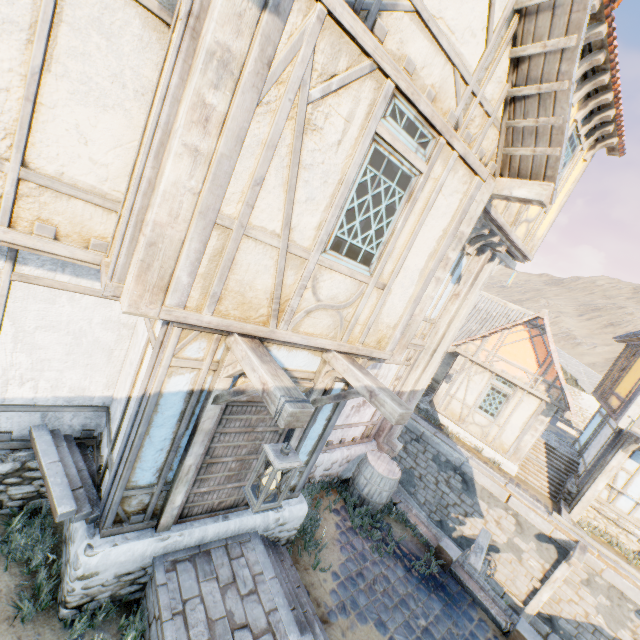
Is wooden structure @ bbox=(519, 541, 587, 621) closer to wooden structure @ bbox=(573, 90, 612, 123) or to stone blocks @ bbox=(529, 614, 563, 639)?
stone blocks @ bbox=(529, 614, 563, 639)

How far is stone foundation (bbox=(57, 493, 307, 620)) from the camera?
3.71m

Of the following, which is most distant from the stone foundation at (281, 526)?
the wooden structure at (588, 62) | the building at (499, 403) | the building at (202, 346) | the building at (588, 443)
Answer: the wooden structure at (588, 62)

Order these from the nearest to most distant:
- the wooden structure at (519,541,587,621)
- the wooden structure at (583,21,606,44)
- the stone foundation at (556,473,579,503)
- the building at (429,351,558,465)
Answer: the wooden structure at (583,21,606,44) < the wooden structure at (519,541,587,621) < the stone foundation at (556,473,579,503) < the building at (429,351,558,465)

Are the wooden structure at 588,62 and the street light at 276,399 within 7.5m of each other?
yes

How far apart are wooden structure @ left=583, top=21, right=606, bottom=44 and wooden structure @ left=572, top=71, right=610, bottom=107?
0.9m

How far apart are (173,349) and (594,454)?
16.06m

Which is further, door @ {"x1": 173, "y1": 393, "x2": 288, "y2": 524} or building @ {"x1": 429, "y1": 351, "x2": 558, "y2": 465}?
building @ {"x1": 429, "y1": 351, "x2": 558, "y2": 465}
